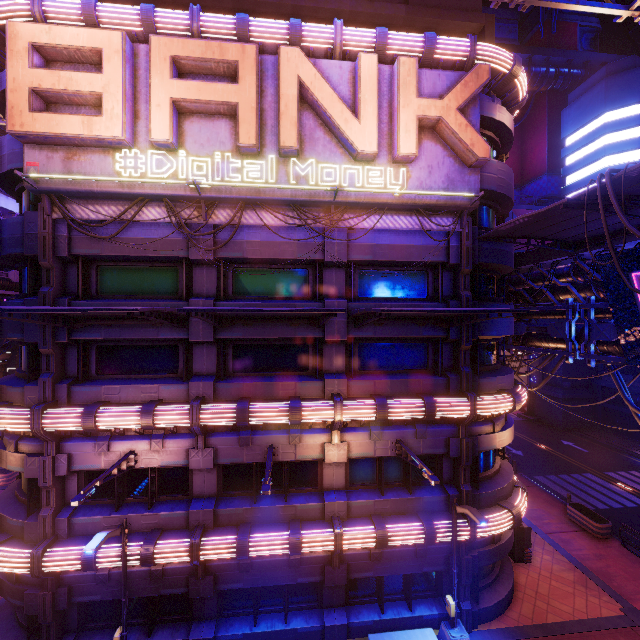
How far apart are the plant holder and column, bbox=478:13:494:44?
24.6 meters

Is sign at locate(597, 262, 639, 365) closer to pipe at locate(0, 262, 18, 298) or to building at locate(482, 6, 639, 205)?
pipe at locate(0, 262, 18, 298)

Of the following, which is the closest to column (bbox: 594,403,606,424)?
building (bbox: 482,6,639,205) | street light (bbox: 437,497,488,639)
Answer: building (bbox: 482,6,639,205)

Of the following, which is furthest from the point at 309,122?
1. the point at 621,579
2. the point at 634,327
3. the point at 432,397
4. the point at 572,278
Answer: the point at 621,579

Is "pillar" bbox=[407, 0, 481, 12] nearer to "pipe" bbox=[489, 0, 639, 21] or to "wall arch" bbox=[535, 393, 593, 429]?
"pipe" bbox=[489, 0, 639, 21]

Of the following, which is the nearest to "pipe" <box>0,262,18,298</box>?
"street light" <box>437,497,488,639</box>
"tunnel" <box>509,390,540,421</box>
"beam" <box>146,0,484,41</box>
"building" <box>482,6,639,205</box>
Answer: "building" <box>482,6,639,205</box>

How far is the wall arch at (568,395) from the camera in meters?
36.7

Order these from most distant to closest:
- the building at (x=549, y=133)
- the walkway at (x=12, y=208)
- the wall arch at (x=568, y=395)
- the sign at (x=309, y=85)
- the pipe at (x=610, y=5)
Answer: the wall arch at (x=568, y=395) < the building at (x=549, y=133) < the walkway at (x=12, y=208) < the pipe at (x=610, y=5) < the sign at (x=309, y=85)
